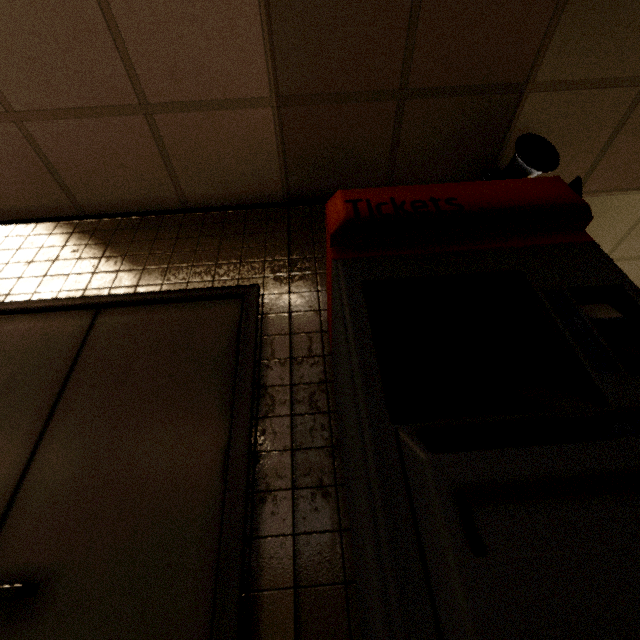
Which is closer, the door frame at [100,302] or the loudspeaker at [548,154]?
the door frame at [100,302]

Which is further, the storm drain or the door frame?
the storm drain

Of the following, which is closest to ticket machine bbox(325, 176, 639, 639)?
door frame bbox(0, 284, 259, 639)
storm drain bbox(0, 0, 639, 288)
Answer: door frame bbox(0, 284, 259, 639)

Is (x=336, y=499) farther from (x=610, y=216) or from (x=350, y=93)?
(x=610, y=216)

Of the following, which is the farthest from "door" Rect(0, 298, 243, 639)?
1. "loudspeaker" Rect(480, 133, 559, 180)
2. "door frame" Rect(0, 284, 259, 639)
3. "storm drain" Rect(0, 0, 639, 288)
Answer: "loudspeaker" Rect(480, 133, 559, 180)

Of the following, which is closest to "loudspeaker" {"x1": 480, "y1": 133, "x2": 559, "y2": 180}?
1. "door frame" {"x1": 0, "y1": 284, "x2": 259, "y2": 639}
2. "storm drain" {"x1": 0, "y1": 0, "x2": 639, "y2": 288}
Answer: "storm drain" {"x1": 0, "y1": 0, "x2": 639, "y2": 288}

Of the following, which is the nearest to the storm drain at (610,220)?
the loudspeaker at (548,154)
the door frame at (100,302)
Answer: the loudspeaker at (548,154)

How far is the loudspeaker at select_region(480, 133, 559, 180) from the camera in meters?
2.0
